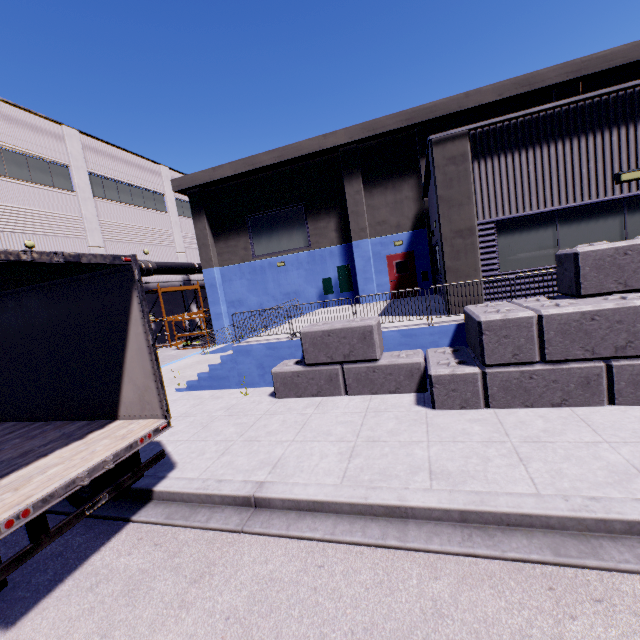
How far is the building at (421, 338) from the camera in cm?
812

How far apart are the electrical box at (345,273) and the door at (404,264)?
2.06m

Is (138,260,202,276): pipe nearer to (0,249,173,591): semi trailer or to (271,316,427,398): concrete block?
(0,249,173,591): semi trailer

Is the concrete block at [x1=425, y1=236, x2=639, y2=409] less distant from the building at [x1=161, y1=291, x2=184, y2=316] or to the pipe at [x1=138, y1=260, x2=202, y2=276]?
the building at [x1=161, y1=291, x2=184, y2=316]

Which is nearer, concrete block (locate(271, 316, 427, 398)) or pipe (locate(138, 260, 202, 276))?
concrete block (locate(271, 316, 427, 398))

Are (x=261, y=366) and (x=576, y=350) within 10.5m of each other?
yes

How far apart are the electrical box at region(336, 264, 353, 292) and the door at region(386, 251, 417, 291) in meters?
2.1 m

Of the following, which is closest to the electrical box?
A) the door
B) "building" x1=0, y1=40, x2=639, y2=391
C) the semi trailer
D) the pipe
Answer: "building" x1=0, y1=40, x2=639, y2=391
